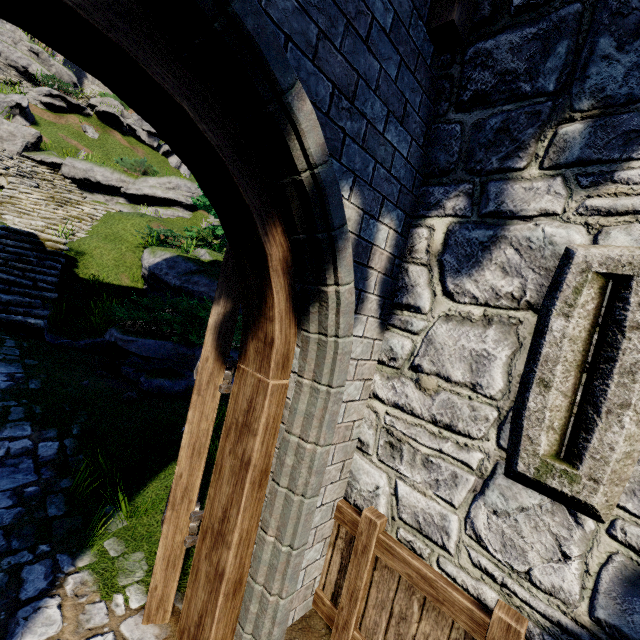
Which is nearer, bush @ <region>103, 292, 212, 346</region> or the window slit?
the window slit

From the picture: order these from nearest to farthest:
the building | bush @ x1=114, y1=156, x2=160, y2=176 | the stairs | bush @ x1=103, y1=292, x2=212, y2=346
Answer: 1. bush @ x1=103, y1=292, x2=212, y2=346
2. the stairs
3. bush @ x1=114, y1=156, x2=160, y2=176
4. the building

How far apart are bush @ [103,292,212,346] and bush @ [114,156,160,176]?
12.92m

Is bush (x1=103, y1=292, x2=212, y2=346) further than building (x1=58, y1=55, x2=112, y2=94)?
No

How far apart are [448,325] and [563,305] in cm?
73

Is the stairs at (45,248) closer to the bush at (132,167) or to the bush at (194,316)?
the bush at (132,167)

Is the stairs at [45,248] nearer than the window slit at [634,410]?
No

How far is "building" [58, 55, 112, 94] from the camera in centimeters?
3431cm
